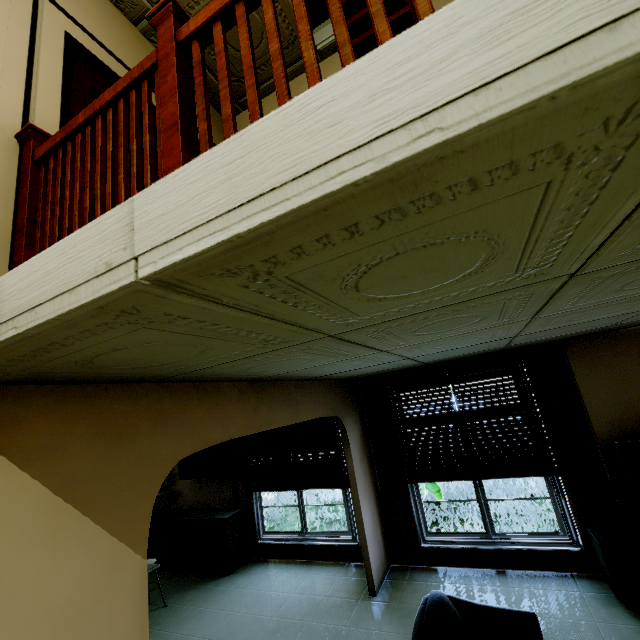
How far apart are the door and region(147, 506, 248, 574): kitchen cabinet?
4.2m

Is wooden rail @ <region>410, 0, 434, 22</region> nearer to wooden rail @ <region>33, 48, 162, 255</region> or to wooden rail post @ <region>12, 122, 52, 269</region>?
wooden rail @ <region>33, 48, 162, 255</region>

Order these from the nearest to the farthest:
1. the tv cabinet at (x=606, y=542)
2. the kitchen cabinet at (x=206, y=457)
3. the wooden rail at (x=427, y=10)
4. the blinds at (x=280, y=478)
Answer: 1. the wooden rail at (x=427, y=10)
2. the tv cabinet at (x=606, y=542)
3. the blinds at (x=280, y=478)
4. the kitchen cabinet at (x=206, y=457)

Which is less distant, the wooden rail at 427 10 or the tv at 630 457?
the wooden rail at 427 10

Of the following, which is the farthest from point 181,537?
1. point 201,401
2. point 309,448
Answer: point 201,401

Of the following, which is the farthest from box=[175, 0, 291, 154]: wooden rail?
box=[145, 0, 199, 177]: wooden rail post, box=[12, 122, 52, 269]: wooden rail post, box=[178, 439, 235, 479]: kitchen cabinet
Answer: box=[178, 439, 235, 479]: kitchen cabinet

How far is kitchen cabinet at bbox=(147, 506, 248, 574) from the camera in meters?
5.5

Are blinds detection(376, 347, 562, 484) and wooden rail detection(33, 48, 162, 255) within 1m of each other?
no
